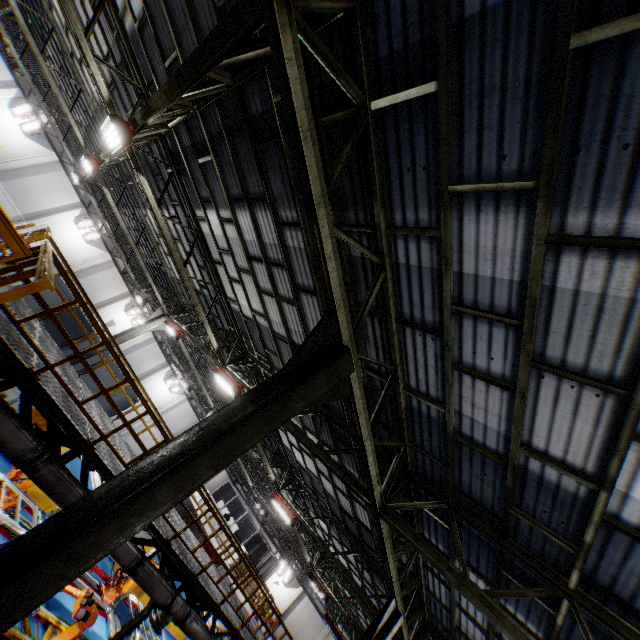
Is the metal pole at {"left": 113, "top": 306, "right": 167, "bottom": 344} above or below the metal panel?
above

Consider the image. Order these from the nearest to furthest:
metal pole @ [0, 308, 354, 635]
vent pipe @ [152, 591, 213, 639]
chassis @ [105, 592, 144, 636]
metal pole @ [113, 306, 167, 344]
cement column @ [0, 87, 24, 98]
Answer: metal pole @ [0, 308, 354, 635]
vent pipe @ [152, 591, 213, 639]
chassis @ [105, 592, 144, 636]
metal pole @ [113, 306, 167, 344]
cement column @ [0, 87, 24, 98]

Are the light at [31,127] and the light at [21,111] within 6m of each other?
yes

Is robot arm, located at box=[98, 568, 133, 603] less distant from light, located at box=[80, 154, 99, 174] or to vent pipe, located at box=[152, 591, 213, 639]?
vent pipe, located at box=[152, 591, 213, 639]

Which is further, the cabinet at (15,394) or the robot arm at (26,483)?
the cabinet at (15,394)

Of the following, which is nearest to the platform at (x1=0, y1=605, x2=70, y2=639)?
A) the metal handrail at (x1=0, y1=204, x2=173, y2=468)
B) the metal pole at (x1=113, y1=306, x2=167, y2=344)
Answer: the metal handrail at (x1=0, y1=204, x2=173, y2=468)

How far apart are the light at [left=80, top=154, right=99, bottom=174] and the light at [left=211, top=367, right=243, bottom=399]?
8.6m

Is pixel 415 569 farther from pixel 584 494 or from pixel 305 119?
pixel 305 119
